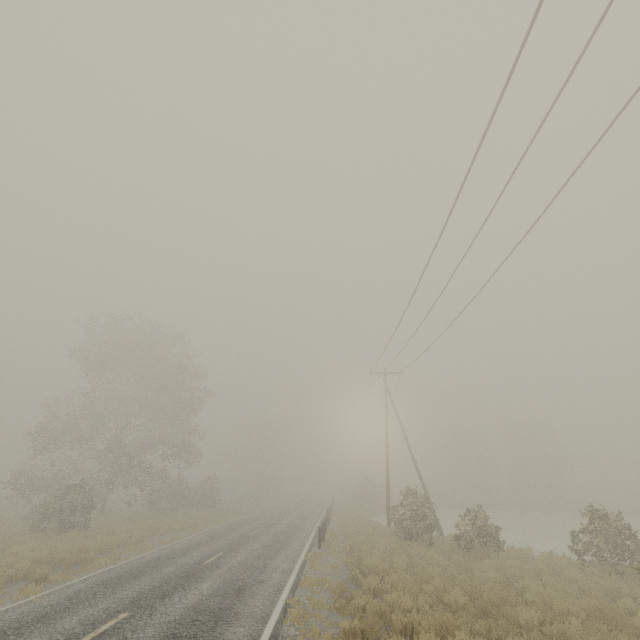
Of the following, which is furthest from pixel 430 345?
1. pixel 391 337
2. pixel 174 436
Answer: pixel 174 436
